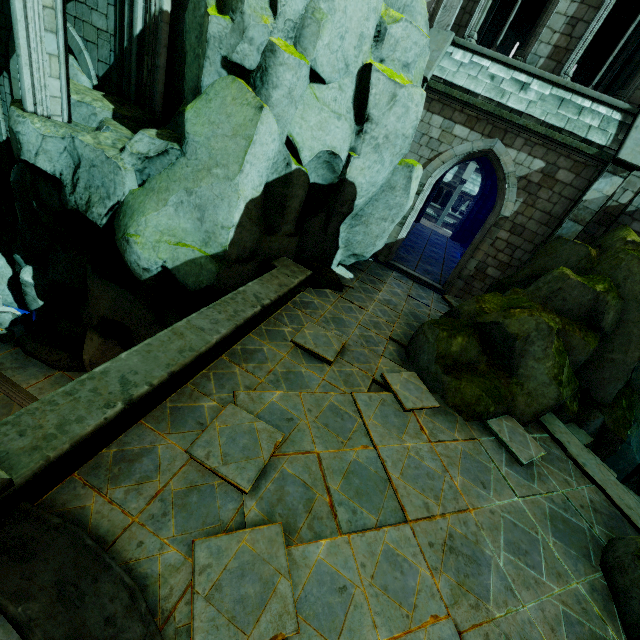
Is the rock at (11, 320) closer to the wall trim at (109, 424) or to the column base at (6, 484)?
the wall trim at (109, 424)

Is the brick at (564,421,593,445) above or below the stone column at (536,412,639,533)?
below

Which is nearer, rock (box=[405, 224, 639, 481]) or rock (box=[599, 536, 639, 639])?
rock (box=[599, 536, 639, 639])

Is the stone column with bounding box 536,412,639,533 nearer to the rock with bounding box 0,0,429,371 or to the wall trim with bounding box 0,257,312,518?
the rock with bounding box 0,0,429,371

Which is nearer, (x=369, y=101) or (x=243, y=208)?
(x=243, y=208)

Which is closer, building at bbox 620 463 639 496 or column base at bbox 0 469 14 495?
column base at bbox 0 469 14 495

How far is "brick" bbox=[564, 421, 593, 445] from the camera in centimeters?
846cm
